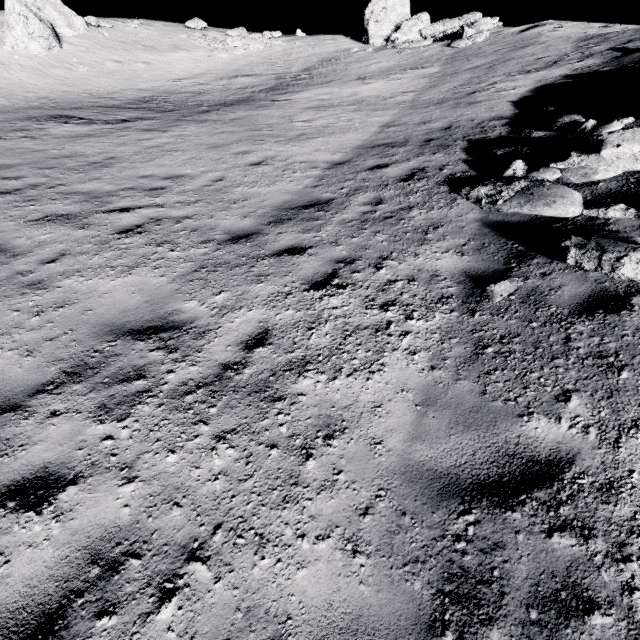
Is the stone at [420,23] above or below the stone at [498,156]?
above

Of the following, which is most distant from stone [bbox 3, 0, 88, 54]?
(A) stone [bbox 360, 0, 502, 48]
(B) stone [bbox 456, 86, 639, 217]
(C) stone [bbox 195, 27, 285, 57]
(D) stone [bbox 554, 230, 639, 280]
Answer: (D) stone [bbox 554, 230, 639, 280]

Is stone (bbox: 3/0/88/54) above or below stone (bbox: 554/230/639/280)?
above

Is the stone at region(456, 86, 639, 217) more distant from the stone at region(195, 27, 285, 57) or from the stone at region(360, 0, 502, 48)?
the stone at region(195, 27, 285, 57)

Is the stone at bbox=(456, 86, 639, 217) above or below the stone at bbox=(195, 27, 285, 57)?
below

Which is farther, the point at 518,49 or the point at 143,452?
the point at 518,49

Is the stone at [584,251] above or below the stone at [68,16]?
below
